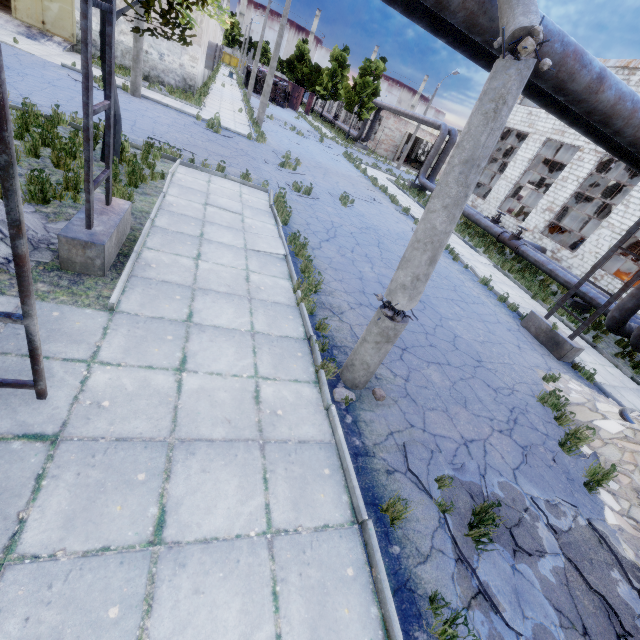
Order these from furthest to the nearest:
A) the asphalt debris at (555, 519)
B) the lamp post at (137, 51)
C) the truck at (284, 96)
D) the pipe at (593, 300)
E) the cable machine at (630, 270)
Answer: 1. the truck at (284, 96)
2. the cable machine at (630, 270)
3. the lamp post at (137, 51)
4. the pipe at (593, 300)
5. the asphalt debris at (555, 519)

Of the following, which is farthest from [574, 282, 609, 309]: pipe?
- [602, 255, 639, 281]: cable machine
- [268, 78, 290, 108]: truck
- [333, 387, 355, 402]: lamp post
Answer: [268, 78, 290, 108]: truck

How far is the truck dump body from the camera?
47.9 meters

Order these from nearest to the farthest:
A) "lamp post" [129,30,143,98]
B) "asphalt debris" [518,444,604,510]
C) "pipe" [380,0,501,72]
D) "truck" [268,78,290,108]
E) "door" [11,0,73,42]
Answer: "pipe" [380,0,501,72] → "asphalt debris" [518,444,604,510] → "lamp post" [129,30,143,98] → "door" [11,0,73,42] → "truck" [268,78,290,108]

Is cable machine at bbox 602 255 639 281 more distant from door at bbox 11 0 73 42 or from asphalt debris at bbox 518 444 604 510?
door at bbox 11 0 73 42

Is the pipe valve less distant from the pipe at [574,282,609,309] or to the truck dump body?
the pipe at [574,282,609,309]

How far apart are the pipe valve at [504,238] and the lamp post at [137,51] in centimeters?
2041cm

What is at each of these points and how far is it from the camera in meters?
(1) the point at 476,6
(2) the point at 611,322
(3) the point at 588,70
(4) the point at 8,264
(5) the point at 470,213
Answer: (1) pipe, 4.0
(2) pipe, 11.2
(3) pipe, 4.7
(4) concrete debris, 4.5
(5) pipe, 21.3
